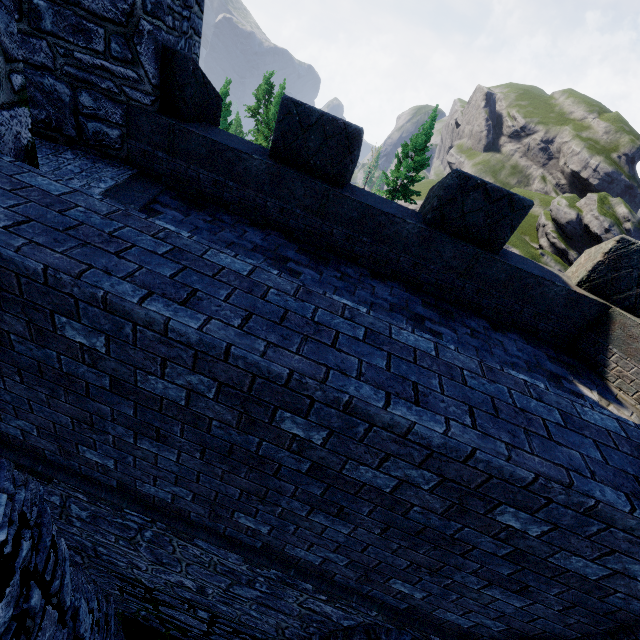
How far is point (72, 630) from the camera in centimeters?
480cm
